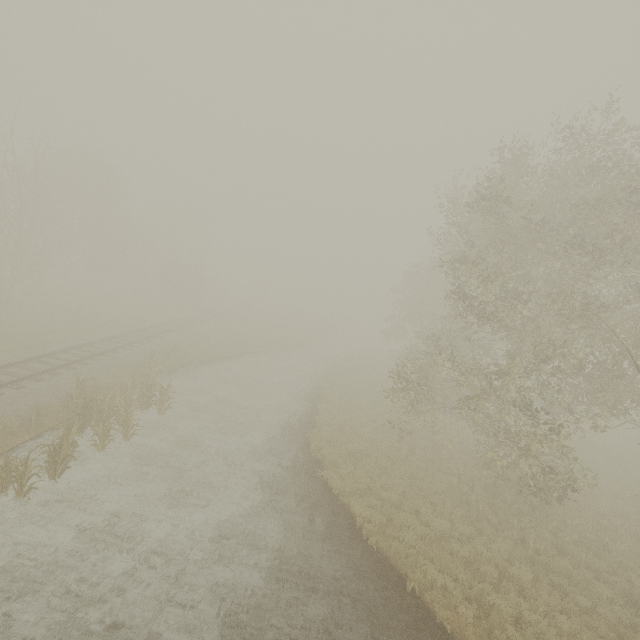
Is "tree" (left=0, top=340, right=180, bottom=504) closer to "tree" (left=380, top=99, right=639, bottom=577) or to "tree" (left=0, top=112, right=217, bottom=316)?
"tree" (left=380, top=99, right=639, bottom=577)

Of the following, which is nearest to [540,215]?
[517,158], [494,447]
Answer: [517,158]

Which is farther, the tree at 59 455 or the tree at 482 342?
the tree at 482 342

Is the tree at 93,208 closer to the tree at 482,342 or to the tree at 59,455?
the tree at 482,342

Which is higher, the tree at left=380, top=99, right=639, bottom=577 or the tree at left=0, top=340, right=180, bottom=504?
the tree at left=380, top=99, right=639, bottom=577

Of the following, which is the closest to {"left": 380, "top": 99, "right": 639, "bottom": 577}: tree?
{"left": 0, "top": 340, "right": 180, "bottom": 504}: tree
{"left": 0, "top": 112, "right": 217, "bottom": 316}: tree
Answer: {"left": 0, "top": 112, "right": 217, "bottom": 316}: tree

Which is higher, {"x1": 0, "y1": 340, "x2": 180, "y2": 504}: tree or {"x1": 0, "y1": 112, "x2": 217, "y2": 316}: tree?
{"x1": 0, "y1": 112, "x2": 217, "y2": 316}: tree
